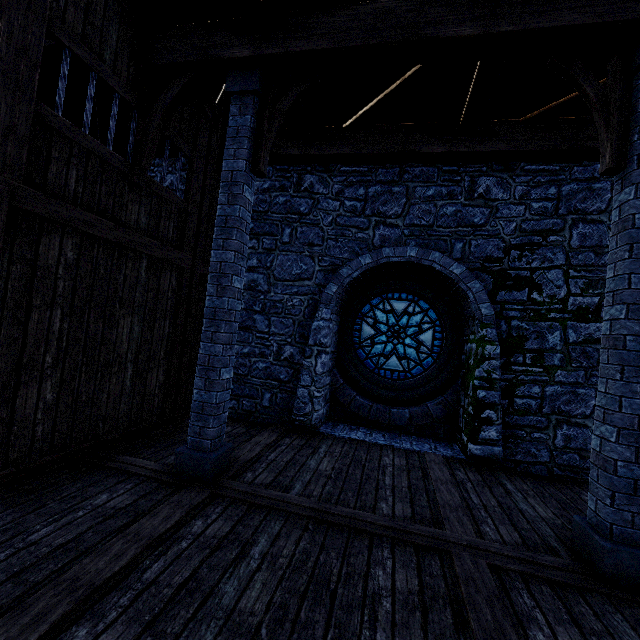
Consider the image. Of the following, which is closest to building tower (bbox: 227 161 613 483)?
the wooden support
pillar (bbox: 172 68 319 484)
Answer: pillar (bbox: 172 68 319 484)

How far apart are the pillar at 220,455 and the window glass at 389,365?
3.73m

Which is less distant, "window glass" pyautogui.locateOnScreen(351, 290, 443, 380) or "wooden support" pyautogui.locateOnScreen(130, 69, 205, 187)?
"wooden support" pyautogui.locateOnScreen(130, 69, 205, 187)

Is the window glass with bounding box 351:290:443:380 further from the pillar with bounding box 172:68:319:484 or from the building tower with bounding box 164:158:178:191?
the pillar with bounding box 172:68:319:484

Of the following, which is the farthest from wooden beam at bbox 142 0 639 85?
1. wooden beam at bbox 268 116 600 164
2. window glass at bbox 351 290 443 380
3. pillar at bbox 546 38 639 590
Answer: window glass at bbox 351 290 443 380

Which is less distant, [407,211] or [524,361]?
[524,361]

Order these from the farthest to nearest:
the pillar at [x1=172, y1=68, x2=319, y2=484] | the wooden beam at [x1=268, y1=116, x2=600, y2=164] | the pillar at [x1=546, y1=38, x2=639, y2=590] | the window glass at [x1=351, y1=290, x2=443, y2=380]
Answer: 1. the window glass at [x1=351, y1=290, x2=443, y2=380]
2. the wooden beam at [x1=268, y1=116, x2=600, y2=164]
3. the pillar at [x1=172, y1=68, x2=319, y2=484]
4. the pillar at [x1=546, y1=38, x2=639, y2=590]

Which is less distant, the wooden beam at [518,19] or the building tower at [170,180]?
the wooden beam at [518,19]
